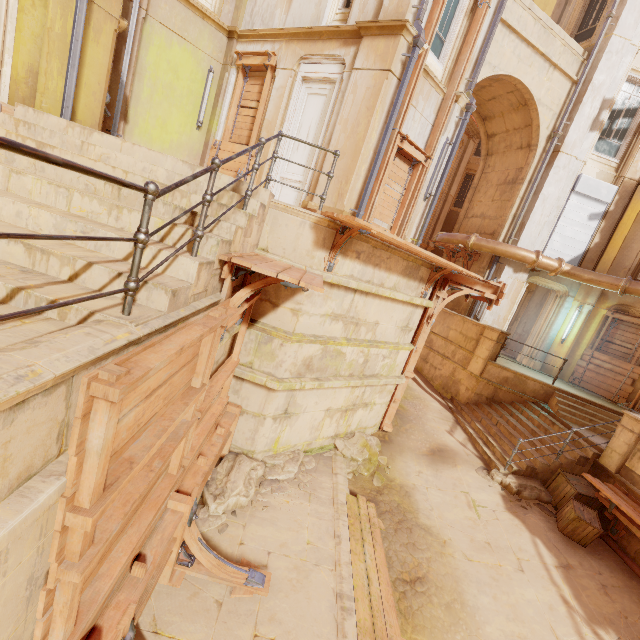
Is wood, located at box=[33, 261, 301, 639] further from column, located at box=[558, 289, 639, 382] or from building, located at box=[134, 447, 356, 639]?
column, located at box=[558, 289, 639, 382]

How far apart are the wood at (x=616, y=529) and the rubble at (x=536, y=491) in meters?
1.1 m

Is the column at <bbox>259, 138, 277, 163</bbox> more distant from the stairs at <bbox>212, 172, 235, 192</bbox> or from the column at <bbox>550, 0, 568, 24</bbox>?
the column at <bbox>550, 0, 568, 24</bbox>

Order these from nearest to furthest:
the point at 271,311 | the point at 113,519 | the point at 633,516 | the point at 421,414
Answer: the point at 113,519 → the point at 271,311 → the point at 633,516 → the point at 421,414

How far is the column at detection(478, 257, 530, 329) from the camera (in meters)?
12.52

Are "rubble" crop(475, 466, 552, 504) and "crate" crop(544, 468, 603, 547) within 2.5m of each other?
yes

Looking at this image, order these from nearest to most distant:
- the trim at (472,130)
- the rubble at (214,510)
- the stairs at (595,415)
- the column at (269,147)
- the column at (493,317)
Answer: the rubble at (214,510) → the column at (269,147) → the stairs at (595,415) → the column at (493,317) → the trim at (472,130)

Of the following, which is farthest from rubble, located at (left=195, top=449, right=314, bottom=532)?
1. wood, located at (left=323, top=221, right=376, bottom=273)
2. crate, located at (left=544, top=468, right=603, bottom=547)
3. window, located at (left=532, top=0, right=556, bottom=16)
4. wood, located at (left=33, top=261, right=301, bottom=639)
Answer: window, located at (left=532, top=0, right=556, bottom=16)
